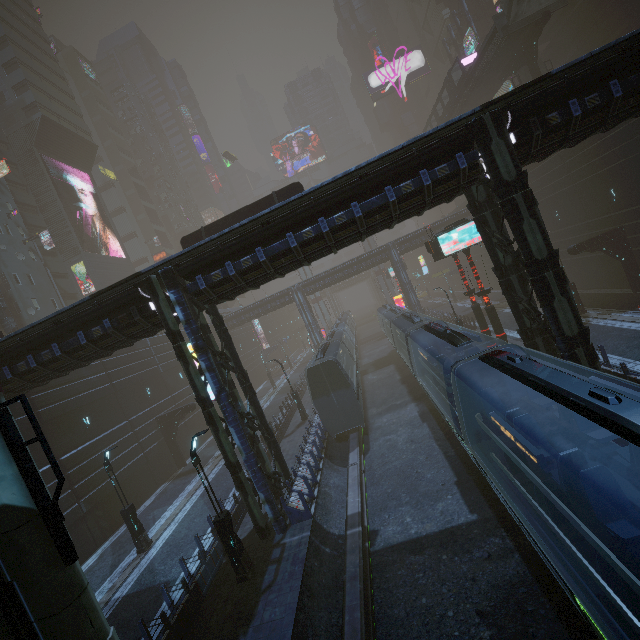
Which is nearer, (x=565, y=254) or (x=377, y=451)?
(x=377, y=451)

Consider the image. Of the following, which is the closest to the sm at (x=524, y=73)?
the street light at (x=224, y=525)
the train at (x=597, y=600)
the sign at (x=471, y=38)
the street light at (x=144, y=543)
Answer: the train at (x=597, y=600)

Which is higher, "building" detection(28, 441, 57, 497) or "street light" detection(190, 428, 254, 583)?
"building" detection(28, 441, 57, 497)

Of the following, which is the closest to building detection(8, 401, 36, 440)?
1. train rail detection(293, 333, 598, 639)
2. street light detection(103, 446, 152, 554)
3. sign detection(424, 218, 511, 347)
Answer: train rail detection(293, 333, 598, 639)

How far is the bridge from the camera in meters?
28.7

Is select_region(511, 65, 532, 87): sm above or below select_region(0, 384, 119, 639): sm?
above

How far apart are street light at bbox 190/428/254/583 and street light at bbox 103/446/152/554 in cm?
764

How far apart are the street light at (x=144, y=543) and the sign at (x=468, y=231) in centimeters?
2156cm
